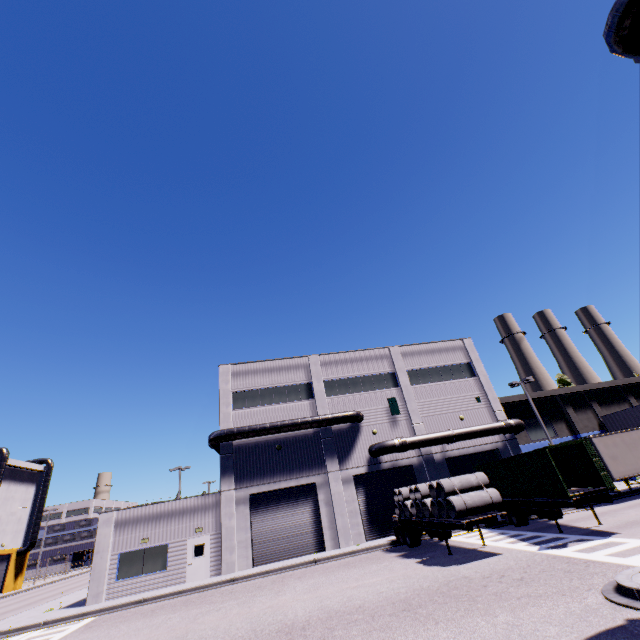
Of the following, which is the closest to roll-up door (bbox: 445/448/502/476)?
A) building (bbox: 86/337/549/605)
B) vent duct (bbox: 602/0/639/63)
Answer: building (bbox: 86/337/549/605)

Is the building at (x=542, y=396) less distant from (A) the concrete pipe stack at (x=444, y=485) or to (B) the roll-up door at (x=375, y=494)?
(B) the roll-up door at (x=375, y=494)

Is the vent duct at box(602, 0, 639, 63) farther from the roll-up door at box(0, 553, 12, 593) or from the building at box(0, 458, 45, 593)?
the roll-up door at box(0, 553, 12, 593)

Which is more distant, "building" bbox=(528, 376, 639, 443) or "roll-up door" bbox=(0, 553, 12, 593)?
"roll-up door" bbox=(0, 553, 12, 593)

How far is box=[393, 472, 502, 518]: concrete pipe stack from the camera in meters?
14.1

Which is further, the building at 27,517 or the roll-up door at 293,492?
the building at 27,517

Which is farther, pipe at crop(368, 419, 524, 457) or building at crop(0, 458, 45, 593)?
building at crop(0, 458, 45, 593)

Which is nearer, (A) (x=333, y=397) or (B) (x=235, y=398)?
(B) (x=235, y=398)
